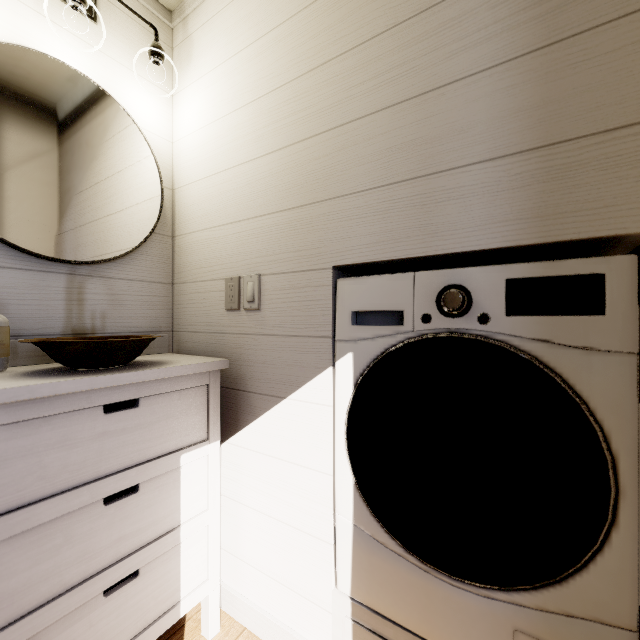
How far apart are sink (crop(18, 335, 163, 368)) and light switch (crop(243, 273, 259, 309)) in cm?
32

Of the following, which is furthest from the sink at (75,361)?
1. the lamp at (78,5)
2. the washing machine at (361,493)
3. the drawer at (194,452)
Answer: the lamp at (78,5)

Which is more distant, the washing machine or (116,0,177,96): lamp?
(116,0,177,96): lamp

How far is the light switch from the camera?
1.19m

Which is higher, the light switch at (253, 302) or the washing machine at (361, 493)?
the light switch at (253, 302)

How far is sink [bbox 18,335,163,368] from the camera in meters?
0.9 m

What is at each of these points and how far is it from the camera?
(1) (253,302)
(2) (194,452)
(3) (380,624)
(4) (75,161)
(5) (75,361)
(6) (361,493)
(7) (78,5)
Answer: (1) light switch, 1.20m
(2) drawer, 1.11m
(3) drawer, 0.92m
(4) mirror, 1.16m
(5) sink, 0.90m
(6) washing machine, 0.94m
(7) lamp, 1.11m

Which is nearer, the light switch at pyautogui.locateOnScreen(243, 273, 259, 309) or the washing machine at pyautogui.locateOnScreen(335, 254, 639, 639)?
the washing machine at pyautogui.locateOnScreen(335, 254, 639, 639)
